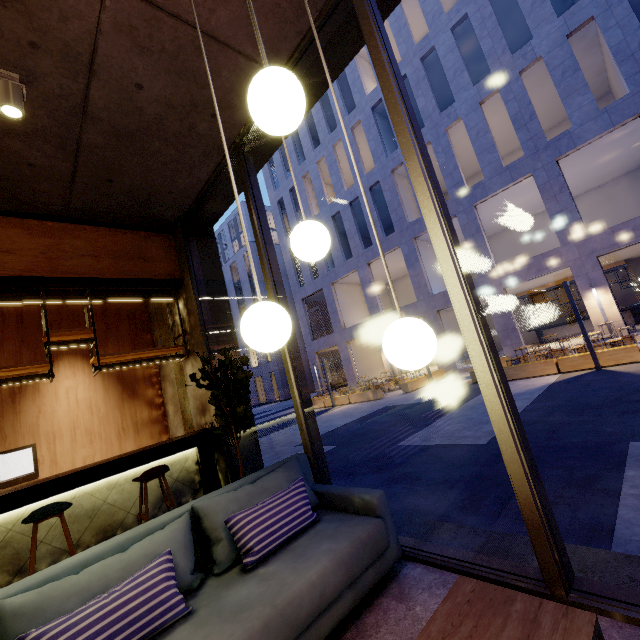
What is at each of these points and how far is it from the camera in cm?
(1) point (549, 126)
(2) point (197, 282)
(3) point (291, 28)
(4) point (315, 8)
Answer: (1) building, 2138
(2) window frame, 521
(3) building, 287
(4) building, 277

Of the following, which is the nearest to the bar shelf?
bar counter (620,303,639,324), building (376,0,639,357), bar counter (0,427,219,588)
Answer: bar counter (0,427,219,588)

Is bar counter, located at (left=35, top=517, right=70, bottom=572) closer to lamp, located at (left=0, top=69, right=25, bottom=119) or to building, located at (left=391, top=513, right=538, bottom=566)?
building, located at (left=391, top=513, right=538, bottom=566)

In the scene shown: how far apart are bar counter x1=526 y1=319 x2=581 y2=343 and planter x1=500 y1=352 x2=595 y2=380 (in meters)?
11.71

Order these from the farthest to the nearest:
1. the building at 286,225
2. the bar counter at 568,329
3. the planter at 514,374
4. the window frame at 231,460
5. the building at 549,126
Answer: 1. the building at 286,225
2. the bar counter at 568,329
3. the building at 549,126
4. the planter at 514,374
5. the window frame at 231,460

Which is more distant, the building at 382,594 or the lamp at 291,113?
the building at 382,594

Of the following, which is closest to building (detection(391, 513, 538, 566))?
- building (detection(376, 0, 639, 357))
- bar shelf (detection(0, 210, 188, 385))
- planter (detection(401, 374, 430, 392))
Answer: bar shelf (detection(0, 210, 188, 385))

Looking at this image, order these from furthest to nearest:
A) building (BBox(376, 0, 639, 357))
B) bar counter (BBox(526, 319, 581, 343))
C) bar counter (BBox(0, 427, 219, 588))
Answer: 1. bar counter (BBox(526, 319, 581, 343))
2. building (BBox(376, 0, 639, 357))
3. bar counter (BBox(0, 427, 219, 588))
